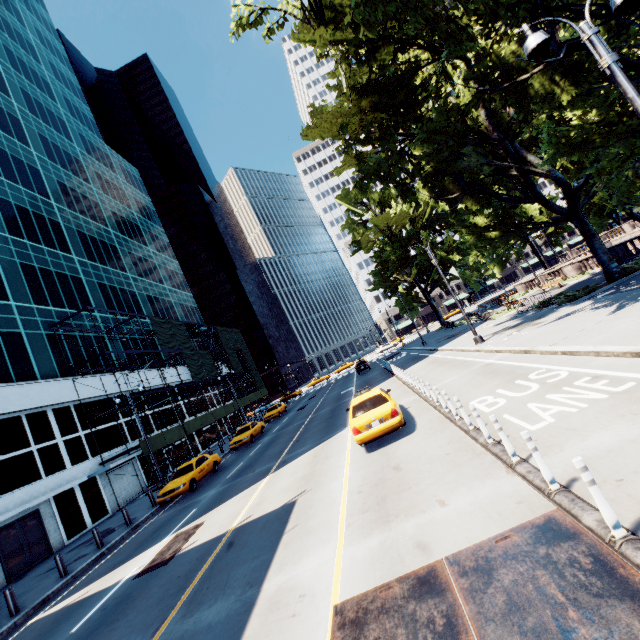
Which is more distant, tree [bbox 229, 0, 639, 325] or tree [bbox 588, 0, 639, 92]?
→ tree [bbox 229, 0, 639, 325]

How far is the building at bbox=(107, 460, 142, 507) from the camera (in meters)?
25.39

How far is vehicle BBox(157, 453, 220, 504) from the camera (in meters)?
17.67

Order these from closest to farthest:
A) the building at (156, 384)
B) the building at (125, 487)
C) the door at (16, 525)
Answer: the door at (16, 525)
the building at (125, 487)
the building at (156, 384)

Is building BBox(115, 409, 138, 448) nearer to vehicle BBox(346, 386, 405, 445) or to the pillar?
the pillar

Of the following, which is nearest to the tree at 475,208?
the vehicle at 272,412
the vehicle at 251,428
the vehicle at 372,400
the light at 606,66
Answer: the light at 606,66

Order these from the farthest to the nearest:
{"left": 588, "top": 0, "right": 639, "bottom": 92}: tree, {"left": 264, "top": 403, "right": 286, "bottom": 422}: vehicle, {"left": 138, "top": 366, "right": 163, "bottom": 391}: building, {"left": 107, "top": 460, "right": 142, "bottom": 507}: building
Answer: {"left": 264, "top": 403, "right": 286, "bottom": 422}: vehicle
{"left": 138, "top": 366, "right": 163, "bottom": 391}: building
{"left": 107, "top": 460, "right": 142, "bottom": 507}: building
{"left": 588, "top": 0, "right": 639, "bottom": 92}: tree

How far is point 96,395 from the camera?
27.2 meters
